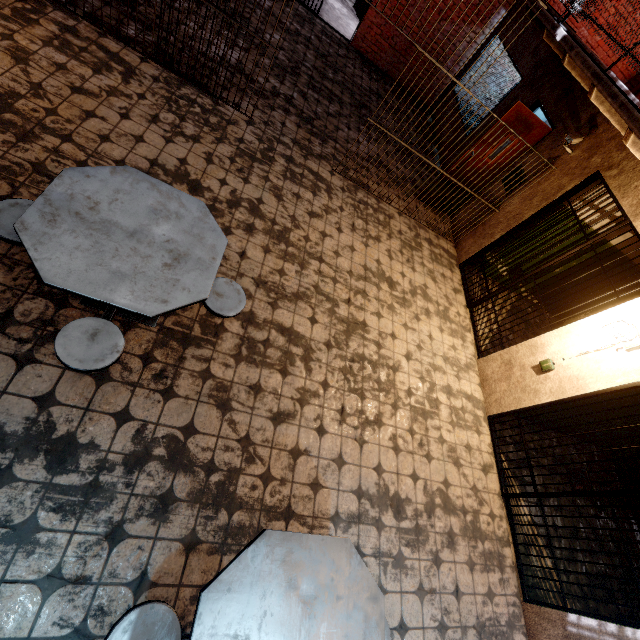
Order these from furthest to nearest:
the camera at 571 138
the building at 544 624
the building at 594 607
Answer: the camera at 571 138
the building at 594 607
the building at 544 624

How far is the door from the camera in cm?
514

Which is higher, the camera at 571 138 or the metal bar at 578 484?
the camera at 571 138

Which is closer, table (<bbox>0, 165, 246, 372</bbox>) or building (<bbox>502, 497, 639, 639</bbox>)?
table (<bbox>0, 165, 246, 372</bbox>)

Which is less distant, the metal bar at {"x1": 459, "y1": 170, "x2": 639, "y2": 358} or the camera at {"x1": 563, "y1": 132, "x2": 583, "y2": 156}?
the metal bar at {"x1": 459, "y1": 170, "x2": 639, "y2": 358}

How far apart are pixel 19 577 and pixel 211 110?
5.3m

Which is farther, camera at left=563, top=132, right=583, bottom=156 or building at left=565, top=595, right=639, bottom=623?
camera at left=563, top=132, right=583, bottom=156

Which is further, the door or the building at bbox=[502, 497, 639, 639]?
the door
